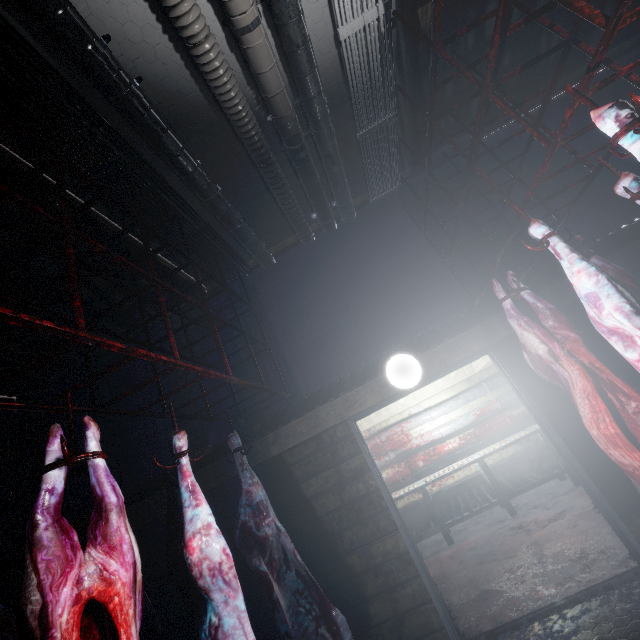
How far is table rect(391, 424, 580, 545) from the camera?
4.7m

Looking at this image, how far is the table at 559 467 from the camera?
4.7 meters

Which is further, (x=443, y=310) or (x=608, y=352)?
(x=443, y=310)

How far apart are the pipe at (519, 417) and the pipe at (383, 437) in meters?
0.4 m

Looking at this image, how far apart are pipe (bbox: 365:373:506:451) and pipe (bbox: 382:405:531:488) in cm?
43

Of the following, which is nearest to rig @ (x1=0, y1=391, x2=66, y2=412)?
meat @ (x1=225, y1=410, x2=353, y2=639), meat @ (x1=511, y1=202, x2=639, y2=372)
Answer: meat @ (x1=225, y1=410, x2=353, y2=639)

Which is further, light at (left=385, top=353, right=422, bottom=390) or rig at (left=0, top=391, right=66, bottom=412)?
light at (left=385, top=353, right=422, bottom=390)

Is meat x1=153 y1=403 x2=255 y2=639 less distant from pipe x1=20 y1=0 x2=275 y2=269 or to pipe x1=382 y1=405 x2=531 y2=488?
pipe x1=20 y1=0 x2=275 y2=269
